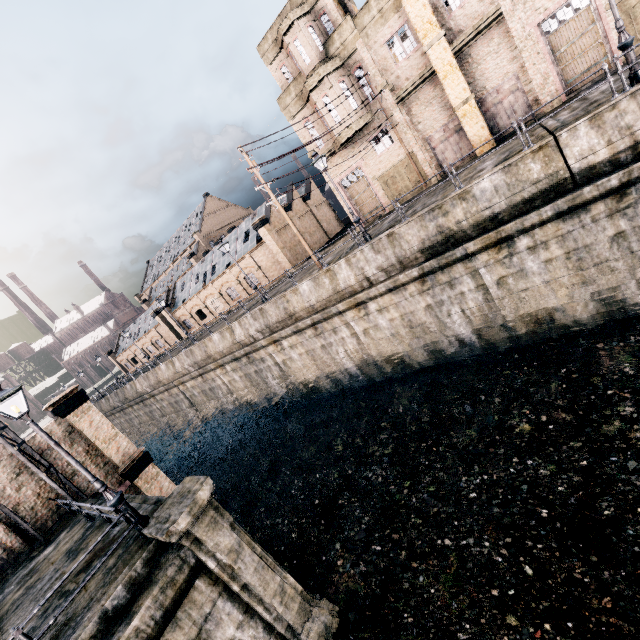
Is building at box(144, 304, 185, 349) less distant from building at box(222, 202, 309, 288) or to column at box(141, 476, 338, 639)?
building at box(222, 202, 309, 288)

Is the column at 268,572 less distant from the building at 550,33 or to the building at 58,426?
the building at 58,426

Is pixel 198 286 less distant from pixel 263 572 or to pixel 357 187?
pixel 357 187

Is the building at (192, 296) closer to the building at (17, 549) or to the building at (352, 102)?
the building at (352, 102)

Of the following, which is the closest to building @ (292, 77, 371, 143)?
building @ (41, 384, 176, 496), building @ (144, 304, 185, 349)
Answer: building @ (41, 384, 176, 496)

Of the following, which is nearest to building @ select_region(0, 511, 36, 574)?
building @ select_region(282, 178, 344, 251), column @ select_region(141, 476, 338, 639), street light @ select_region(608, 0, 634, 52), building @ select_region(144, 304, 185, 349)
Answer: column @ select_region(141, 476, 338, 639)

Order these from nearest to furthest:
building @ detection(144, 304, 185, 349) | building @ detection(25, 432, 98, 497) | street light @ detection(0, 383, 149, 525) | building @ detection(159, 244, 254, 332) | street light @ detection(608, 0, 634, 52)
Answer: street light @ detection(0, 383, 149, 525), street light @ detection(608, 0, 634, 52), building @ detection(25, 432, 98, 497), building @ detection(159, 244, 254, 332), building @ detection(144, 304, 185, 349)

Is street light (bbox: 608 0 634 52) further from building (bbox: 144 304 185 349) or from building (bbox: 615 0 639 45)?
building (bbox: 144 304 185 349)
